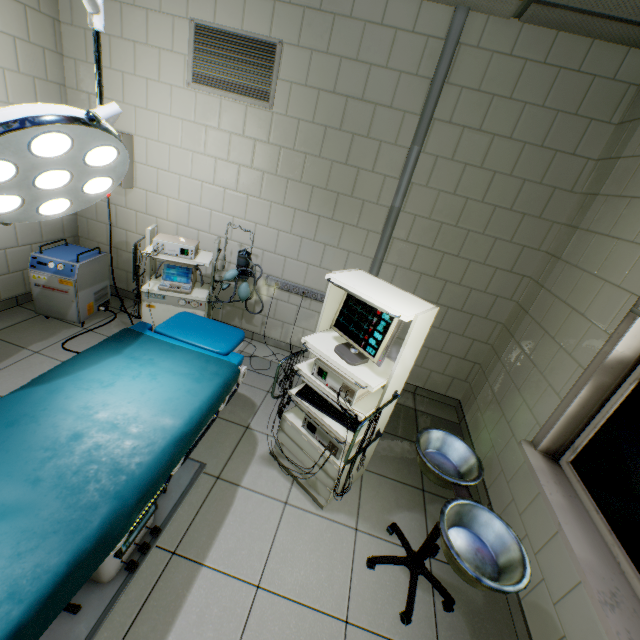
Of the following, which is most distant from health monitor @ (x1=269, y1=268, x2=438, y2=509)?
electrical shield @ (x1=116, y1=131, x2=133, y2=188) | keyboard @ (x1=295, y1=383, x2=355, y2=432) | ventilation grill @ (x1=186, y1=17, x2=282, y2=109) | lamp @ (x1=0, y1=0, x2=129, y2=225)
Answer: electrical shield @ (x1=116, y1=131, x2=133, y2=188)

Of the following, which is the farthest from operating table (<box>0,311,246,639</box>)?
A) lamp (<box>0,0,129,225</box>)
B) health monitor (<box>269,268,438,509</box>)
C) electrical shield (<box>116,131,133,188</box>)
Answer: electrical shield (<box>116,131,133,188</box>)

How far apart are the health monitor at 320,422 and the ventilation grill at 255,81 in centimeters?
186cm

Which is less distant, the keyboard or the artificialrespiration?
the keyboard

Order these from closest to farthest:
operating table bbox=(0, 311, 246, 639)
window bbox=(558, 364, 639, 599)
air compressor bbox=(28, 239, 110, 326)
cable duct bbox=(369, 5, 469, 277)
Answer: operating table bbox=(0, 311, 246, 639) < window bbox=(558, 364, 639, 599) < cable duct bbox=(369, 5, 469, 277) < air compressor bbox=(28, 239, 110, 326)

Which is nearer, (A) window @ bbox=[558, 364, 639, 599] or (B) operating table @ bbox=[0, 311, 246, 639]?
(B) operating table @ bbox=[0, 311, 246, 639]

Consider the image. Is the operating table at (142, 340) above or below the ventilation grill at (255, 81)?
below

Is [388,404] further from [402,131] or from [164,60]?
[164,60]
